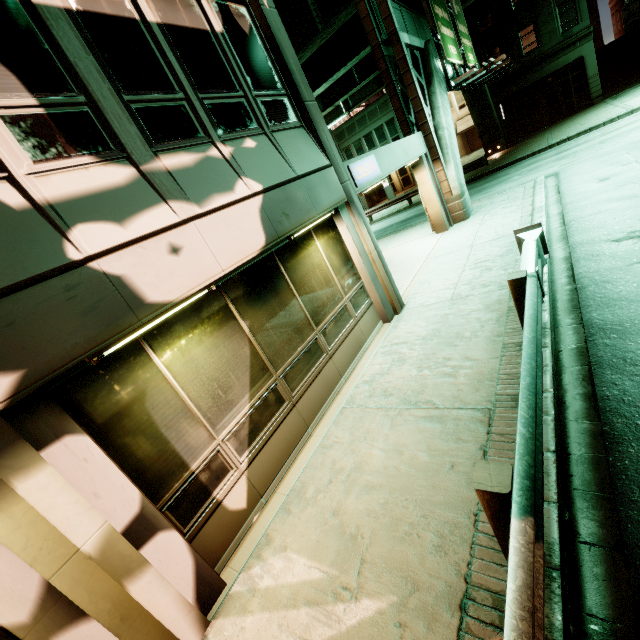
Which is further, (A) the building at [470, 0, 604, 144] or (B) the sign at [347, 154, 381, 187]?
(A) the building at [470, 0, 604, 144]

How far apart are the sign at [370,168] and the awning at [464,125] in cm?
3625

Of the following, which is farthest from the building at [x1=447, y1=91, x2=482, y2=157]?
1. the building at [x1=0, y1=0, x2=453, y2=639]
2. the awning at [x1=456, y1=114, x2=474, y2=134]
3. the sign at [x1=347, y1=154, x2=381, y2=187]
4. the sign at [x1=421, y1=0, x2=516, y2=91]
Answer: the sign at [x1=347, y1=154, x2=381, y2=187]

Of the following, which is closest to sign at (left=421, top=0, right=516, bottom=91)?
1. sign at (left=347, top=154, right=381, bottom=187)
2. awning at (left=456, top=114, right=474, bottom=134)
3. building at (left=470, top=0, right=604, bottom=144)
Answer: sign at (left=347, top=154, right=381, bottom=187)

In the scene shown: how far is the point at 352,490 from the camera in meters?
4.1

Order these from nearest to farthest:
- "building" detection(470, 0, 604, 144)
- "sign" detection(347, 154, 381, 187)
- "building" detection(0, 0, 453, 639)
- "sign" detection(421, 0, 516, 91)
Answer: "building" detection(0, 0, 453, 639) → "sign" detection(347, 154, 381, 187) → "sign" detection(421, 0, 516, 91) → "building" detection(470, 0, 604, 144)

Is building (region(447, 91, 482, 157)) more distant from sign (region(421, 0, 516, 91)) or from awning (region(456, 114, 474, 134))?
sign (region(421, 0, 516, 91))

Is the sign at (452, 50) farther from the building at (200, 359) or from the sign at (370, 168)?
the sign at (370, 168)
